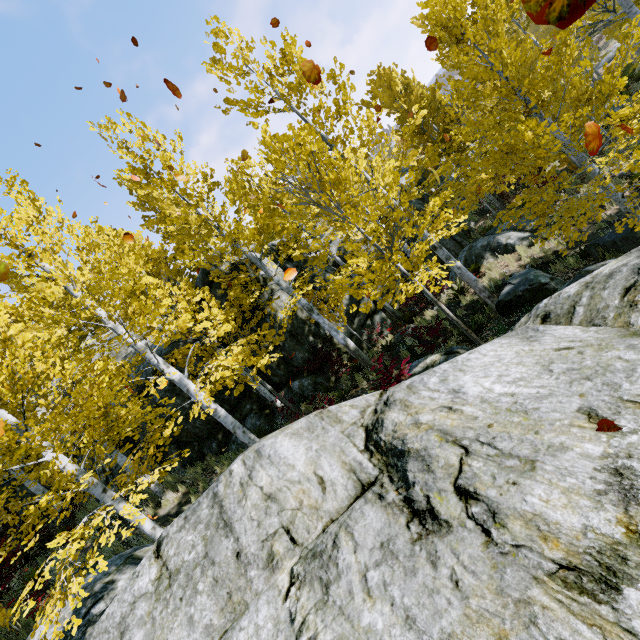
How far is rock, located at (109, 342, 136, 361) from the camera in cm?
1361

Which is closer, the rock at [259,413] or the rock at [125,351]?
the rock at [259,413]

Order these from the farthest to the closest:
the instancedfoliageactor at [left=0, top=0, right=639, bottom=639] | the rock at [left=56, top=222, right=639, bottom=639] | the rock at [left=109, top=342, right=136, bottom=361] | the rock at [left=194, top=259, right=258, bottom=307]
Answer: the rock at [left=109, top=342, right=136, bottom=361] → the rock at [left=194, top=259, right=258, bottom=307] → the instancedfoliageactor at [left=0, top=0, right=639, bottom=639] → the rock at [left=56, top=222, right=639, bottom=639]

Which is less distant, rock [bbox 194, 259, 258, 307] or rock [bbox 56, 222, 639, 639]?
rock [bbox 56, 222, 639, 639]

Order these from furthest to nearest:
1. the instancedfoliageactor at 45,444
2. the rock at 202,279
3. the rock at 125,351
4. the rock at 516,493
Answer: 1. the rock at 125,351
2. the rock at 202,279
3. the instancedfoliageactor at 45,444
4. the rock at 516,493

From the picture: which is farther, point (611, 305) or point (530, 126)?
point (530, 126)
